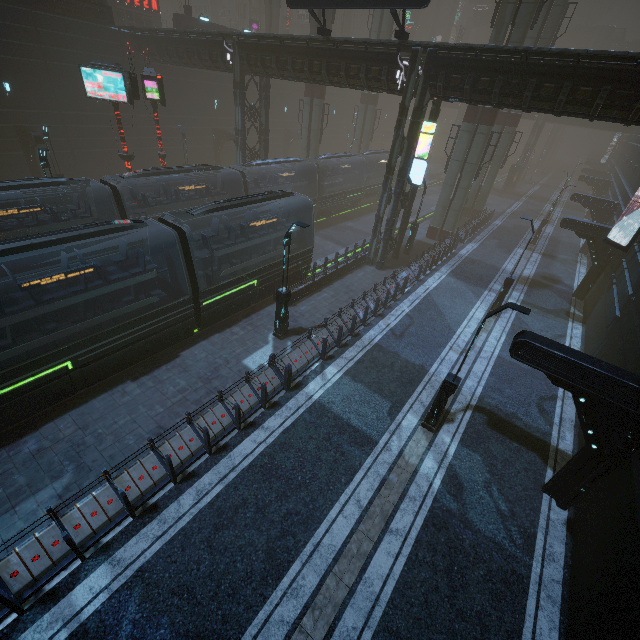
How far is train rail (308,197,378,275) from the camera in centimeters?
2527cm

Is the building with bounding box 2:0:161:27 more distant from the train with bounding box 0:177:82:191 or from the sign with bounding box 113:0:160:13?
the train with bounding box 0:177:82:191

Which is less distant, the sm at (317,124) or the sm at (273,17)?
the sm at (317,124)

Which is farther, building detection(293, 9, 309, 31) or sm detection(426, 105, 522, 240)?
building detection(293, 9, 309, 31)

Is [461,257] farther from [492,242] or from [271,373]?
[271,373]

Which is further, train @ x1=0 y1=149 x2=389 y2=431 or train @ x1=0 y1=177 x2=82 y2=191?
train @ x1=0 y1=177 x2=82 y2=191

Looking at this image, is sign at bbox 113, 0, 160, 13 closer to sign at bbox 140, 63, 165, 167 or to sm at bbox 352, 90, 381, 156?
sm at bbox 352, 90, 381, 156

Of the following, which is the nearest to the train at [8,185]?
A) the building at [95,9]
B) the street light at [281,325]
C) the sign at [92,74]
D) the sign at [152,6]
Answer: the building at [95,9]
